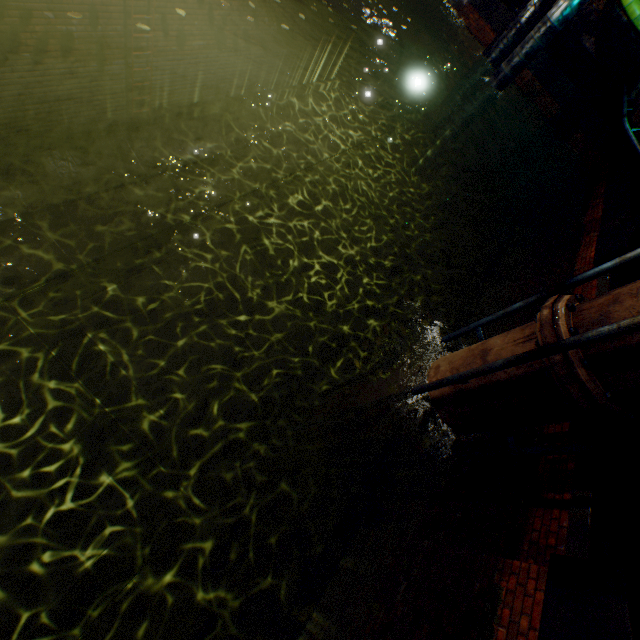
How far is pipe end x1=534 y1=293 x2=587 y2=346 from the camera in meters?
2.7 m

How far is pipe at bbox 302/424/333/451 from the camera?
6.5m

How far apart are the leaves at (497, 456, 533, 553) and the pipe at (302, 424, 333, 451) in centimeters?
290cm

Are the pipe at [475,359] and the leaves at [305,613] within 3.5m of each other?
yes

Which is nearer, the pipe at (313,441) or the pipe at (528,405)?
the pipe at (528,405)

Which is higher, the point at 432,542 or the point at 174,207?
the point at 432,542

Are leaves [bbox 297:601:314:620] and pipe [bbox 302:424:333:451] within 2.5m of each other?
no

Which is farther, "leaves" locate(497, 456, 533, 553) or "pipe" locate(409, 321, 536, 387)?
"leaves" locate(497, 456, 533, 553)
